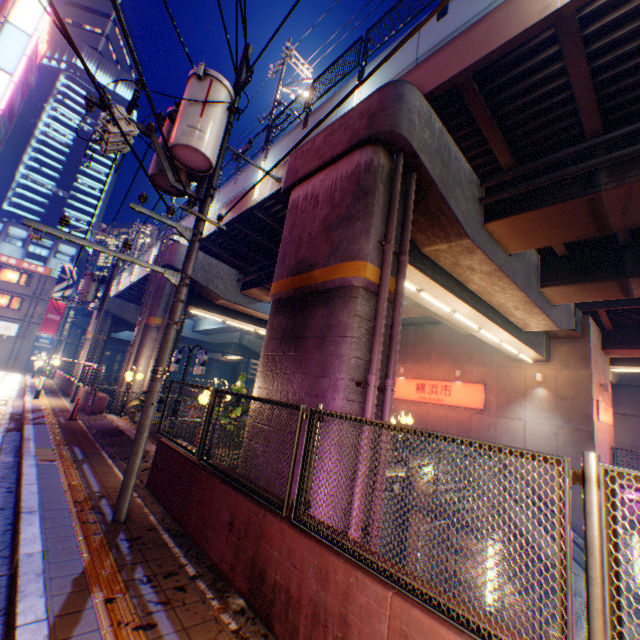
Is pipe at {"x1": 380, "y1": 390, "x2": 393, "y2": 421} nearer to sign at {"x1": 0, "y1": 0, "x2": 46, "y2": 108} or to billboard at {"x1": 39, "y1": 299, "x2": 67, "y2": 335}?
sign at {"x1": 0, "y1": 0, "x2": 46, "y2": 108}

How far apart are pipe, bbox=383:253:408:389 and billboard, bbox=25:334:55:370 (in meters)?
48.21

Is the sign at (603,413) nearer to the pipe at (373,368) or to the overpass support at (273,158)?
the overpass support at (273,158)

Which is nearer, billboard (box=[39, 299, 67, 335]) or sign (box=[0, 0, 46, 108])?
sign (box=[0, 0, 46, 108])

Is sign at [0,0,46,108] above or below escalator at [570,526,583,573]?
above

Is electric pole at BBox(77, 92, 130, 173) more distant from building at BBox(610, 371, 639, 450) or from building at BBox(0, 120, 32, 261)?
building at BBox(0, 120, 32, 261)

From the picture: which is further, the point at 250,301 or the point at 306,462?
the point at 250,301

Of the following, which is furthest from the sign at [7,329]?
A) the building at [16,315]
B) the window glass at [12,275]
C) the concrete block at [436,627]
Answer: the concrete block at [436,627]
